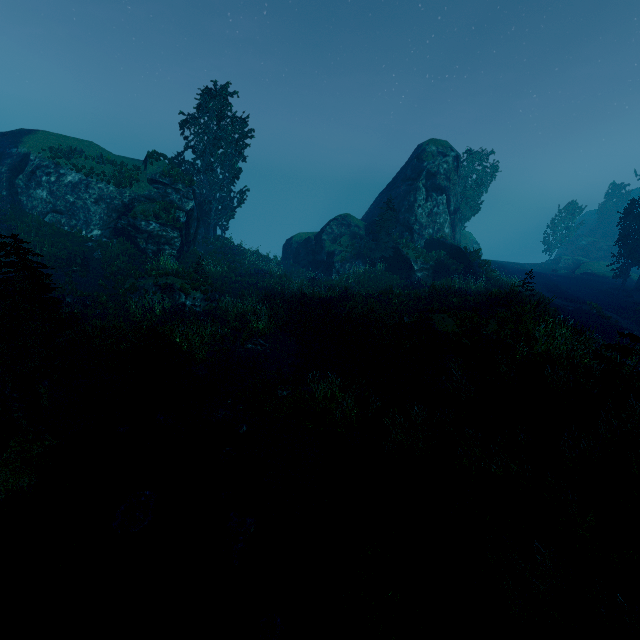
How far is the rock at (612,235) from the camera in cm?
4078

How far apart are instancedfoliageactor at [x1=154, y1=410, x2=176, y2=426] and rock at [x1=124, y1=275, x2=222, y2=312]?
8.21m

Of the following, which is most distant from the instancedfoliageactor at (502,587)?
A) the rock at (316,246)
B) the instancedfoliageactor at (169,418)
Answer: the instancedfoliageactor at (169,418)

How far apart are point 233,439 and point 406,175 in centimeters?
3265cm

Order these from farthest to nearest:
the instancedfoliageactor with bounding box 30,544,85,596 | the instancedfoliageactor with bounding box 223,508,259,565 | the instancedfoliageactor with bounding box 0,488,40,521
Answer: the instancedfoliageactor with bounding box 0,488,40,521, the instancedfoliageactor with bounding box 223,508,259,565, the instancedfoliageactor with bounding box 30,544,85,596

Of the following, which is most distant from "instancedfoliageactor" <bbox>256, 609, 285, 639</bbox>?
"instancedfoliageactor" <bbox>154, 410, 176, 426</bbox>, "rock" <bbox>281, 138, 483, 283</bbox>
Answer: "instancedfoliageactor" <bbox>154, 410, 176, 426</bbox>

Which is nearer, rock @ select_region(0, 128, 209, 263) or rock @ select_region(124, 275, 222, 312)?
rock @ select_region(124, 275, 222, 312)

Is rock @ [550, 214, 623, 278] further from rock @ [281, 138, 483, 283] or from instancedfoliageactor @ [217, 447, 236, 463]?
rock @ [281, 138, 483, 283]
